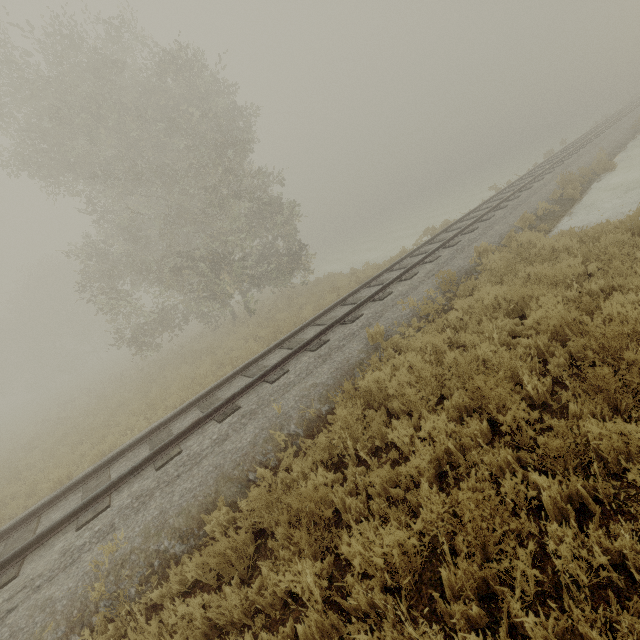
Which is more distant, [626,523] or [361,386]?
[361,386]
